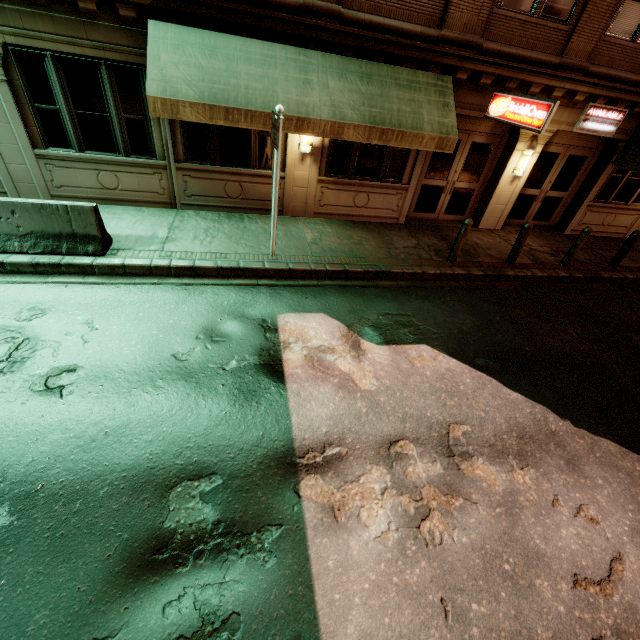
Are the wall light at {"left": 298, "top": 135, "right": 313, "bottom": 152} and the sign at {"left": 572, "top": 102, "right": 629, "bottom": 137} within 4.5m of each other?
no

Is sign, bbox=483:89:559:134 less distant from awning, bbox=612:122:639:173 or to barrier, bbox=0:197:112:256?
awning, bbox=612:122:639:173

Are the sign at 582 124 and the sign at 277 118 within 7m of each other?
no

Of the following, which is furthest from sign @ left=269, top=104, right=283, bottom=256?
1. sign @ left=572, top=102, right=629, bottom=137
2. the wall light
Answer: sign @ left=572, top=102, right=629, bottom=137

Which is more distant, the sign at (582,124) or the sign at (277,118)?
the sign at (582,124)

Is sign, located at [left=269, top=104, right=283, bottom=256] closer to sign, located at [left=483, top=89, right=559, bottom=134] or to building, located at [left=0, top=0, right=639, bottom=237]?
building, located at [left=0, top=0, right=639, bottom=237]

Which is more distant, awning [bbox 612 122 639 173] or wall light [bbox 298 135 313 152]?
awning [bbox 612 122 639 173]

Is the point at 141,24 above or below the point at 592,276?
above
